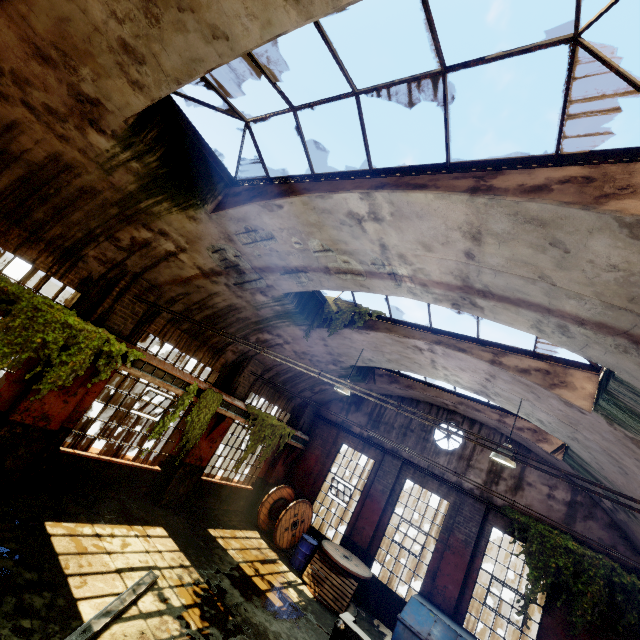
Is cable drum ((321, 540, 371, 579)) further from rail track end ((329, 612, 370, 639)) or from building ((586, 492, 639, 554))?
building ((586, 492, 639, 554))

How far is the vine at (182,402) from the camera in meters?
9.2 m

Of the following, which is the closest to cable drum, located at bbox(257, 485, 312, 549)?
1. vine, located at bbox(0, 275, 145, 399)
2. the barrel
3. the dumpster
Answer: the barrel

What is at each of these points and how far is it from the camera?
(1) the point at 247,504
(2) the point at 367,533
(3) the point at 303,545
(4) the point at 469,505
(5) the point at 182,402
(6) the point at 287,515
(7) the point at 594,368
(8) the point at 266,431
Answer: (1) building, 14.1m
(2) pillar, 12.2m
(3) barrel, 11.6m
(4) pillar, 11.2m
(5) vine, 9.6m
(6) cable drum, 12.2m
(7) window frame, 6.6m
(8) vine, 12.7m

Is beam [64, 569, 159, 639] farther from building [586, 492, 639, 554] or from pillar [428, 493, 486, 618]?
pillar [428, 493, 486, 618]

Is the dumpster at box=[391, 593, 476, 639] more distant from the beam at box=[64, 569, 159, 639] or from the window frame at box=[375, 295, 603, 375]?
the window frame at box=[375, 295, 603, 375]

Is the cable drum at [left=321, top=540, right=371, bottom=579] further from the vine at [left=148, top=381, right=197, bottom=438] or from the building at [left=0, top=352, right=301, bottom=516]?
the vine at [left=148, top=381, right=197, bottom=438]

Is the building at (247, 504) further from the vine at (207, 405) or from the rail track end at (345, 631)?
the rail track end at (345, 631)
